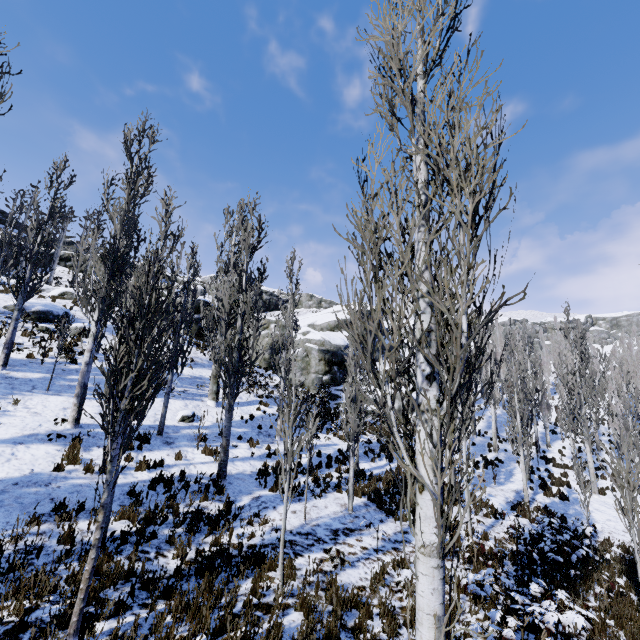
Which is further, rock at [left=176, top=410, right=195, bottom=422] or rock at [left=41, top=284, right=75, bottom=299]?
rock at [left=41, top=284, right=75, bottom=299]

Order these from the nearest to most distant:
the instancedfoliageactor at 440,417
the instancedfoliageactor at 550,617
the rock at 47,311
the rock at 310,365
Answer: the instancedfoliageactor at 440,417 < the instancedfoliageactor at 550,617 < the rock at 47,311 < the rock at 310,365

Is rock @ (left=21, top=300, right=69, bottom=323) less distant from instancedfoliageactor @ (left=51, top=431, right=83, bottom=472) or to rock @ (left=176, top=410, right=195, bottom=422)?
instancedfoliageactor @ (left=51, top=431, right=83, bottom=472)

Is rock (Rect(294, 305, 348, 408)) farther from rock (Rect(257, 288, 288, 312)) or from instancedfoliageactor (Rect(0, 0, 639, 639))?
rock (Rect(257, 288, 288, 312))

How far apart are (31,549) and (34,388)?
9.3m

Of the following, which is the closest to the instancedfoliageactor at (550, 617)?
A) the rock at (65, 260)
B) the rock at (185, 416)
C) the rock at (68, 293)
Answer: the rock at (68, 293)

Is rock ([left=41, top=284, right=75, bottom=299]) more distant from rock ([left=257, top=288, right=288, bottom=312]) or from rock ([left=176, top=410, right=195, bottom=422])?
rock ([left=176, top=410, right=195, bottom=422])
